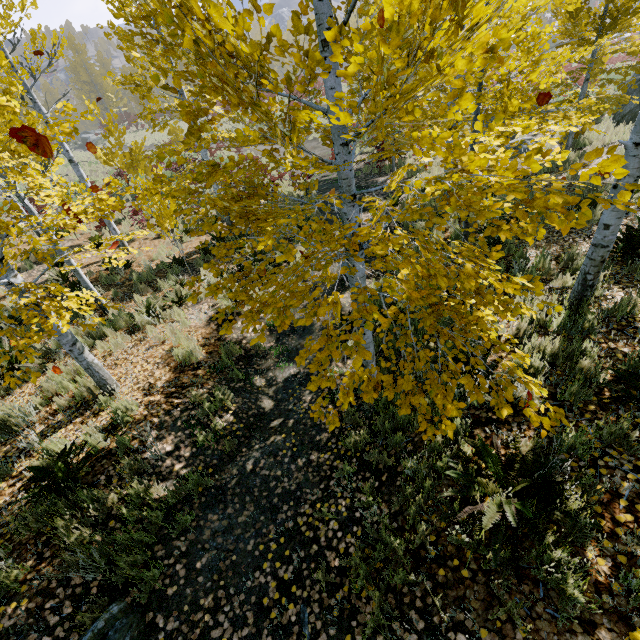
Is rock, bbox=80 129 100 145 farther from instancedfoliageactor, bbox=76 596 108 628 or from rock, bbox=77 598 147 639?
rock, bbox=77 598 147 639

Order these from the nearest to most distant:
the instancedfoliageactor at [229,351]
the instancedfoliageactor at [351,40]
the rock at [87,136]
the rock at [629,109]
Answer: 1. the instancedfoliageactor at [351,40]
2. the instancedfoliageactor at [229,351]
3. the rock at [629,109]
4. the rock at [87,136]

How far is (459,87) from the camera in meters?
2.0 m

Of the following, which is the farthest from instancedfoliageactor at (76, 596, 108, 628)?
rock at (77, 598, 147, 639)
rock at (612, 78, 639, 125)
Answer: rock at (612, 78, 639, 125)

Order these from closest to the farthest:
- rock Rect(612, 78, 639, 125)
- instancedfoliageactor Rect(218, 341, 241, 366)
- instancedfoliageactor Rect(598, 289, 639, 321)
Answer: instancedfoliageactor Rect(598, 289, 639, 321)
instancedfoliageactor Rect(218, 341, 241, 366)
rock Rect(612, 78, 639, 125)

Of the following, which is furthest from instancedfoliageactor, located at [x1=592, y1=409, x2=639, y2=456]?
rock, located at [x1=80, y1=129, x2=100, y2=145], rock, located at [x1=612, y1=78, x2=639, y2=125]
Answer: rock, located at [x1=612, y1=78, x2=639, y2=125]

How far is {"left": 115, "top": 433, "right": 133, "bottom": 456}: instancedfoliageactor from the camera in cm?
431

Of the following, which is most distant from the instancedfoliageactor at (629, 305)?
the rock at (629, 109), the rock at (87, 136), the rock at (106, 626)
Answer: the rock at (629, 109)
